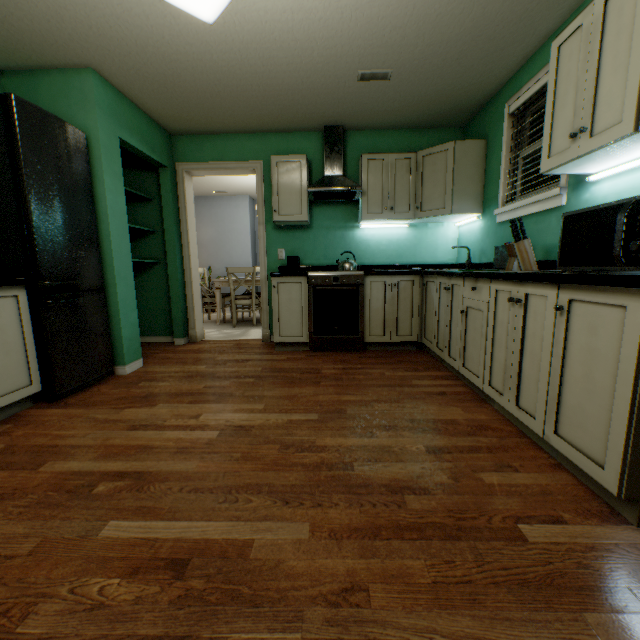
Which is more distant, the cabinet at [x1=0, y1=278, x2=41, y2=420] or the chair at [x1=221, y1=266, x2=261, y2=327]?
the chair at [x1=221, y1=266, x2=261, y2=327]

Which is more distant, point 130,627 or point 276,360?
point 276,360

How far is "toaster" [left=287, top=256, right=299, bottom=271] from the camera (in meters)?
3.62

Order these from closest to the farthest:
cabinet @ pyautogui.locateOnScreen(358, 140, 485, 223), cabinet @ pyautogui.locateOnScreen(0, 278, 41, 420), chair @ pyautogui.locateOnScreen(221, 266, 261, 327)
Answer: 1. cabinet @ pyautogui.locateOnScreen(0, 278, 41, 420)
2. cabinet @ pyautogui.locateOnScreen(358, 140, 485, 223)
3. chair @ pyautogui.locateOnScreen(221, 266, 261, 327)

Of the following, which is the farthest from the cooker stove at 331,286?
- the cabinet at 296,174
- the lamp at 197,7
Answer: the lamp at 197,7

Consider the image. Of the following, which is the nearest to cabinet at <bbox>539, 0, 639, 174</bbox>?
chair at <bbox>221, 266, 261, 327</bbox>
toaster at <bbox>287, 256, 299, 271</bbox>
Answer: toaster at <bbox>287, 256, 299, 271</bbox>

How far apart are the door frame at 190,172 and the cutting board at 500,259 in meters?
2.5

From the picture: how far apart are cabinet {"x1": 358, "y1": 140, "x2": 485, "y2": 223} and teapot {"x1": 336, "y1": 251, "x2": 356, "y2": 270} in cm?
40
